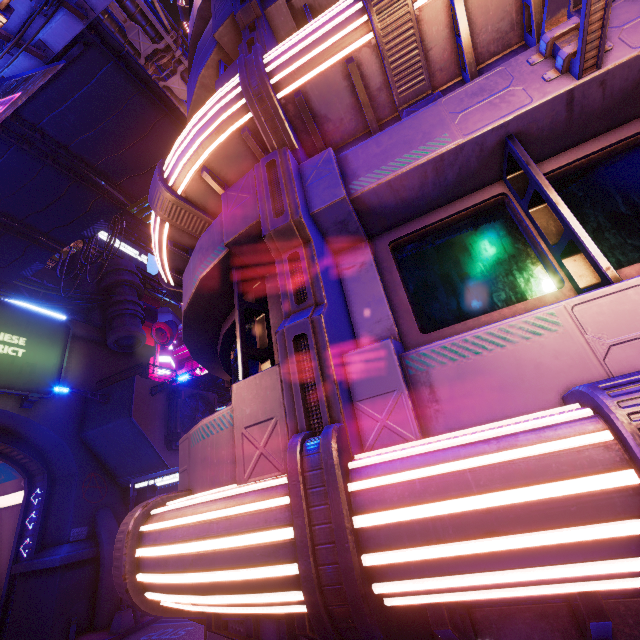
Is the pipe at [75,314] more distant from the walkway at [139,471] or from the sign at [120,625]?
the sign at [120,625]

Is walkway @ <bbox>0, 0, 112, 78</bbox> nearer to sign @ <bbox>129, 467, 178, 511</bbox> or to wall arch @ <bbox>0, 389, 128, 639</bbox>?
wall arch @ <bbox>0, 389, 128, 639</bbox>

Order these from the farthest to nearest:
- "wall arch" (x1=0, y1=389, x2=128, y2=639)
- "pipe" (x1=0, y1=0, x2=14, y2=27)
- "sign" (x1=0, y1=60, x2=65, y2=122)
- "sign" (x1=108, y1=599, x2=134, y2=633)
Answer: "wall arch" (x1=0, y1=389, x2=128, y2=639), "sign" (x1=108, y1=599, x2=134, y2=633), "sign" (x1=0, y1=60, x2=65, y2=122), "pipe" (x1=0, y1=0, x2=14, y2=27)

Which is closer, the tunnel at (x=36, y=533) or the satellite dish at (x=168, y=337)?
the tunnel at (x=36, y=533)

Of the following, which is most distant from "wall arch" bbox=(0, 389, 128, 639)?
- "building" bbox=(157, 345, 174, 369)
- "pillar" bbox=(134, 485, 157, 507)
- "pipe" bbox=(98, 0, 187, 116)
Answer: "building" bbox=(157, 345, 174, 369)

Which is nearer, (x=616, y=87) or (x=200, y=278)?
(x=616, y=87)

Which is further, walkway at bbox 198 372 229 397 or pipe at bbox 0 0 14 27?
walkway at bbox 198 372 229 397

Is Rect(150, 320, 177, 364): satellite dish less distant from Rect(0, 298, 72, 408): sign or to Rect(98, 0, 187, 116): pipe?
Rect(98, 0, 187, 116): pipe
